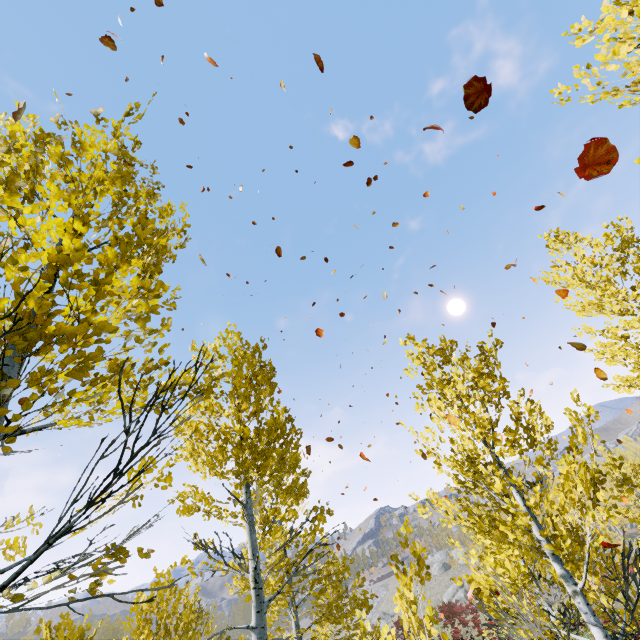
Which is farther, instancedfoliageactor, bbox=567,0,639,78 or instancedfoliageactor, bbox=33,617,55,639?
instancedfoliageactor, bbox=33,617,55,639

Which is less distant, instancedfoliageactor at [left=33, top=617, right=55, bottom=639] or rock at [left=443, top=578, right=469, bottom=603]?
instancedfoliageactor at [left=33, top=617, right=55, bottom=639]

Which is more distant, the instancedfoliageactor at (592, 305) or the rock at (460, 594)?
the rock at (460, 594)

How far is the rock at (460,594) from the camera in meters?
49.1 m

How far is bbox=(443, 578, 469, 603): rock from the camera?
49.1m

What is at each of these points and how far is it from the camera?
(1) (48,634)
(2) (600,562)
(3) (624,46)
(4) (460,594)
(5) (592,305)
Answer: (1) instancedfoliageactor, 8.19m
(2) instancedfoliageactor, 9.66m
(3) instancedfoliageactor, 2.46m
(4) rock, 49.59m
(5) instancedfoliageactor, 8.32m

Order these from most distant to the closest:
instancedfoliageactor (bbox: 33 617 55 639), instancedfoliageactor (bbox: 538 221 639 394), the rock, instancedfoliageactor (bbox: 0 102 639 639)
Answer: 1. the rock
2. instancedfoliageactor (bbox: 33 617 55 639)
3. instancedfoliageactor (bbox: 538 221 639 394)
4. instancedfoliageactor (bbox: 0 102 639 639)
